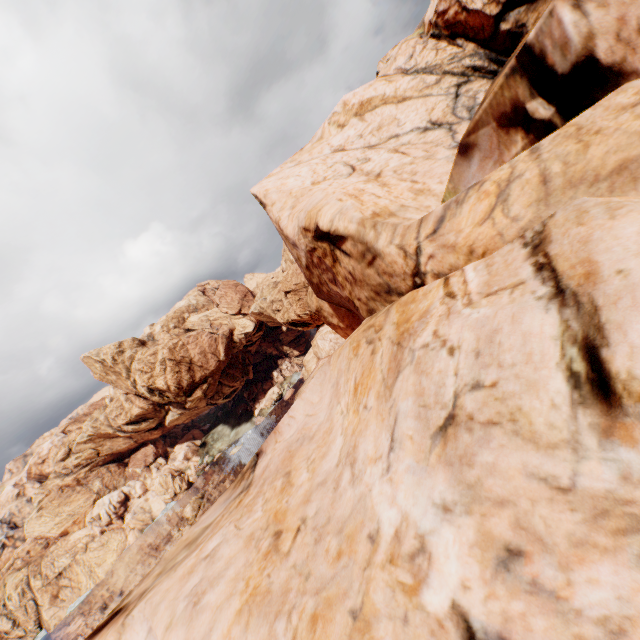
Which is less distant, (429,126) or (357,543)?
(357,543)
